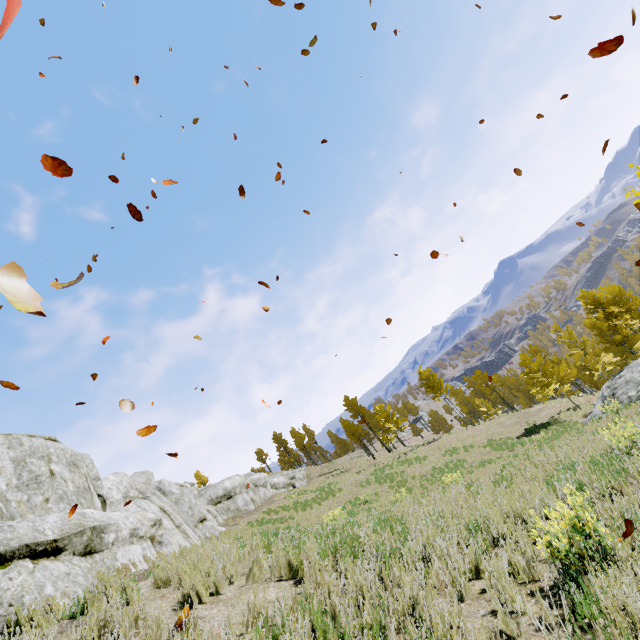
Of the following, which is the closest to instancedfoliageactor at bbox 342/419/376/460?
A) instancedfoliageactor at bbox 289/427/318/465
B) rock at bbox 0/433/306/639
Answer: rock at bbox 0/433/306/639

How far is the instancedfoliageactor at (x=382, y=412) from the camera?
36.97m

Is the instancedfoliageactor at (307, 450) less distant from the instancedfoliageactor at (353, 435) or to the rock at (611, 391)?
the instancedfoliageactor at (353, 435)

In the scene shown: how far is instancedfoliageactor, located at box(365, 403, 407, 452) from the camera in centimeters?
3697cm

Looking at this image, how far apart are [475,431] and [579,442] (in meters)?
25.84

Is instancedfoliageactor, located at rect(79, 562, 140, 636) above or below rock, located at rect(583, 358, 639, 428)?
above

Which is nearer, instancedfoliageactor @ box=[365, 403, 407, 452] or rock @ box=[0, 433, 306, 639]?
rock @ box=[0, 433, 306, 639]

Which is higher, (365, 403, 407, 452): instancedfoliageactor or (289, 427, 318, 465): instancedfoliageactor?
(289, 427, 318, 465): instancedfoliageactor
